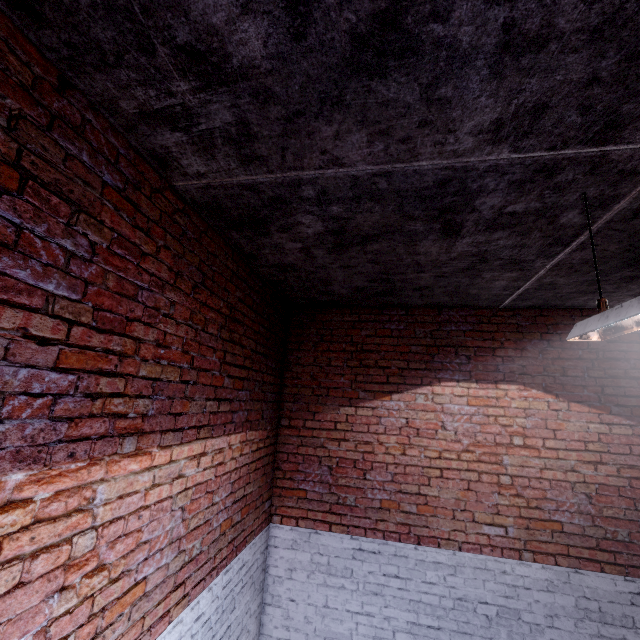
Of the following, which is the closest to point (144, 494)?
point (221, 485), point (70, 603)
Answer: point (70, 603)
